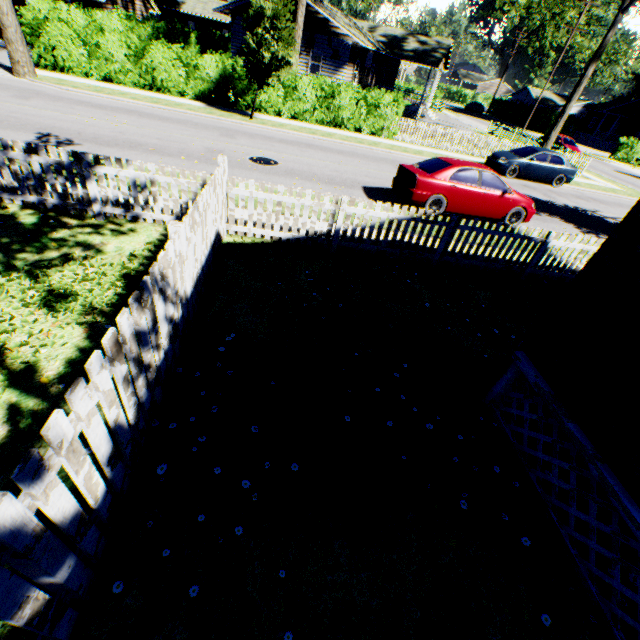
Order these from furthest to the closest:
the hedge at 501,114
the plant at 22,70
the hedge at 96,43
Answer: the hedge at 501,114, the hedge at 96,43, the plant at 22,70

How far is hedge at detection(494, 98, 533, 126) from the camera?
51.92m

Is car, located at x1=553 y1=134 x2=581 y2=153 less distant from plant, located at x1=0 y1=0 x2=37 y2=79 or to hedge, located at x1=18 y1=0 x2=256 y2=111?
hedge, located at x1=18 y1=0 x2=256 y2=111

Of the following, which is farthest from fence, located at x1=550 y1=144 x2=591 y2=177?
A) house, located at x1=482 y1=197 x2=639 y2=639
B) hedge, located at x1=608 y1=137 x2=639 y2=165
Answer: house, located at x1=482 y1=197 x2=639 y2=639

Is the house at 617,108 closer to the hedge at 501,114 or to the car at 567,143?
the hedge at 501,114

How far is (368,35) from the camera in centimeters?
3002cm

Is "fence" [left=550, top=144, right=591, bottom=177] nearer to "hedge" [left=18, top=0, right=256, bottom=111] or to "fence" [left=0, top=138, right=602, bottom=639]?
"hedge" [left=18, top=0, right=256, bottom=111]

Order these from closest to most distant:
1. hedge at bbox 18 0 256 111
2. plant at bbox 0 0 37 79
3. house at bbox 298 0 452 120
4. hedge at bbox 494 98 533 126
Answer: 1. plant at bbox 0 0 37 79
2. hedge at bbox 18 0 256 111
3. house at bbox 298 0 452 120
4. hedge at bbox 494 98 533 126
